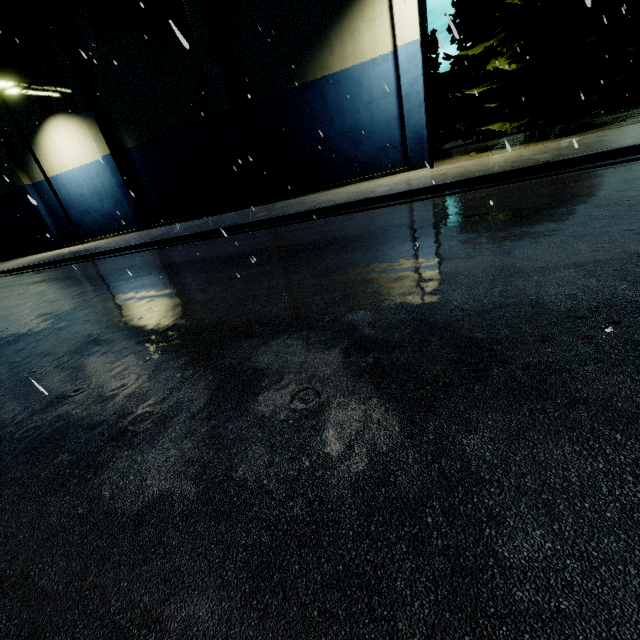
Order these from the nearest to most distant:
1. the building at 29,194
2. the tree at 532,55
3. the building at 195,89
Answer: the tree at 532,55, the building at 195,89, the building at 29,194

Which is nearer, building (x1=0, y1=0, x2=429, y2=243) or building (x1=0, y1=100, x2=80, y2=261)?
building (x1=0, y1=0, x2=429, y2=243)

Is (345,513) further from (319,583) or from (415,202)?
(415,202)

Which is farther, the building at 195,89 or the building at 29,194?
the building at 29,194

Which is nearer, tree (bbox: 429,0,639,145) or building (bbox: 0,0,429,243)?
tree (bbox: 429,0,639,145)

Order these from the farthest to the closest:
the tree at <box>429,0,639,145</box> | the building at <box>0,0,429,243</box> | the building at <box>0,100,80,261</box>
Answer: the building at <box>0,100,80,261</box> < the building at <box>0,0,429,243</box> < the tree at <box>429,0,639,145</box>
